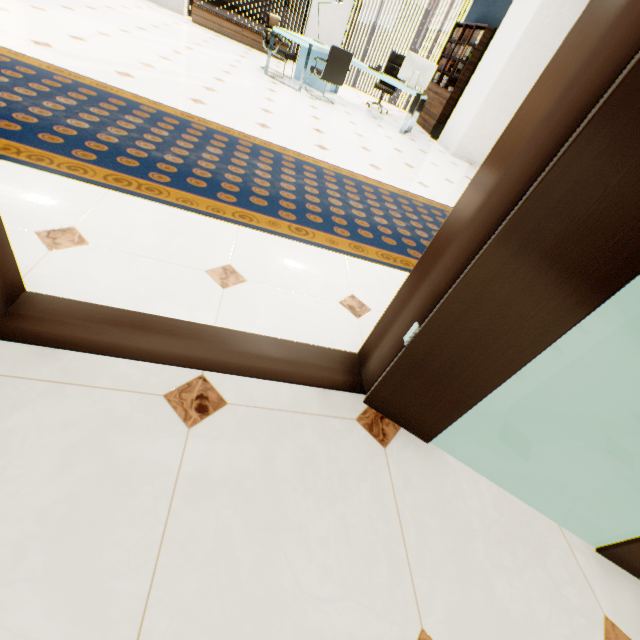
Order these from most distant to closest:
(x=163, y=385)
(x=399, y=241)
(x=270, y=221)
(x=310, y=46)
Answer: (x=310, y=46), (x=399, y=241), (x=270, y=221), (x=163, y=385)

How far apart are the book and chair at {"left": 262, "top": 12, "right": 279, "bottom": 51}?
3.63m

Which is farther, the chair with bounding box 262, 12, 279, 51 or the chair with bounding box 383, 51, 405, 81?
the chair with bounding box 383, 51, 405, 81

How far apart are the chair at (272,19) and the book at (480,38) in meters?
3.6 m

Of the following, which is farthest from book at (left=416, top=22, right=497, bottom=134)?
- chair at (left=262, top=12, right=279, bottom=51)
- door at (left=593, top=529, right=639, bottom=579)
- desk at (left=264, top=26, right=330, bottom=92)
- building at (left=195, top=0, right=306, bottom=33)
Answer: building at (left=195, top=0, right=306, bottom=33)

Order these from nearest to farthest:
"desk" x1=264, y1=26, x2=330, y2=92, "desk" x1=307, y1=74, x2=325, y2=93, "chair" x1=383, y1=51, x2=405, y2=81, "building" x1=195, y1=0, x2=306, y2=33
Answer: "desk" x1=264, y1=26, x2=330, y2=92 < "desk" x1=307, y1=74, x2=325, y2=93 < "chair" x1=383, y1=51, x2=405, y2=81 < "building" x1=195, y1=0, x2=306, y2=33

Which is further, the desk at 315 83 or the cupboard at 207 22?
the cupboard at 207 22

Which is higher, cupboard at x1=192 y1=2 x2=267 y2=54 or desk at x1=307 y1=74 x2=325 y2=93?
cupboard at x1=192 y1=2 x2=267 y2=54
